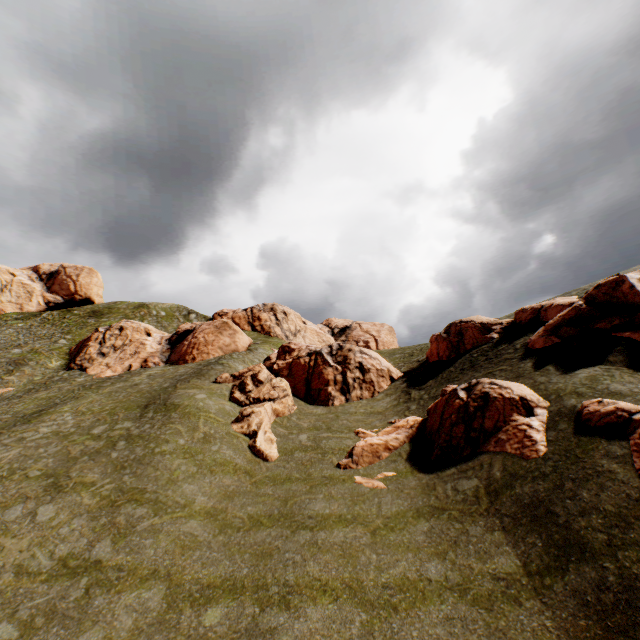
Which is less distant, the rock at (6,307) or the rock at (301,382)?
the rock at (301,382)

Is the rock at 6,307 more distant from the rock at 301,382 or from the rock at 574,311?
the rock at 301,382

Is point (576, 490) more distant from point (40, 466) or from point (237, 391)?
point (40, 466)

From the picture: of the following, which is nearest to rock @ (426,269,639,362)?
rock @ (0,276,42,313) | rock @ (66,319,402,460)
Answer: rock @ (66,319,402,460)

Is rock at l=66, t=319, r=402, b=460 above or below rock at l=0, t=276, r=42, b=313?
below

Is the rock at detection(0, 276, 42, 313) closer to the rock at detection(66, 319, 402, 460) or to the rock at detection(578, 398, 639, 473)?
the rock at detection(578, 398, 639, 473)

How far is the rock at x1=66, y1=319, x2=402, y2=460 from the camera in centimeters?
2388cm
